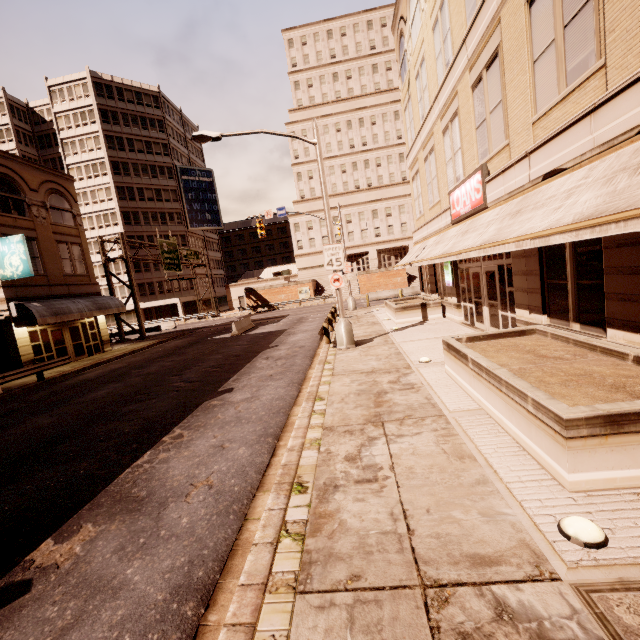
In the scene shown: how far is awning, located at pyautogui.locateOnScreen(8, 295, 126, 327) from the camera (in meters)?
18.36

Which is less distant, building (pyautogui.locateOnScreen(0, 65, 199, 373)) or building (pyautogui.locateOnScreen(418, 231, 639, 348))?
building (pyautogui.locateOnScreen(418, 231, 639, 348))

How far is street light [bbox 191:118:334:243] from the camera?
12.91m

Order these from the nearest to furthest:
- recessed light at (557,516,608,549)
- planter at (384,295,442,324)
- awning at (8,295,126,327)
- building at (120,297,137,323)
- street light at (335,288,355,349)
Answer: recessed light at (557,516,608,549) → street light at (335,288,355,349) → planter at (384,295,442,324) → awning at (8,295,126,327) → building at (120,297,137,323)

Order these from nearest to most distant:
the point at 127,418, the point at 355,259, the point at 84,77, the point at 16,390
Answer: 1. the point at 127,418
2. the point at 16,390
3. the point at 84,77
4. the point at 355,259

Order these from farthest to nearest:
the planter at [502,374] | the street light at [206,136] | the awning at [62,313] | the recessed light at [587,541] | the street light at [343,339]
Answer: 1. the awning at [62,313]
2. the street light at [343,339]
3. the street light at [206,136]
4. the planter at [502,374]
5. the recessed light at [587,541]

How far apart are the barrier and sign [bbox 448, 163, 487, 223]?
16.54m

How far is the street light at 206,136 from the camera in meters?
12.9 m
